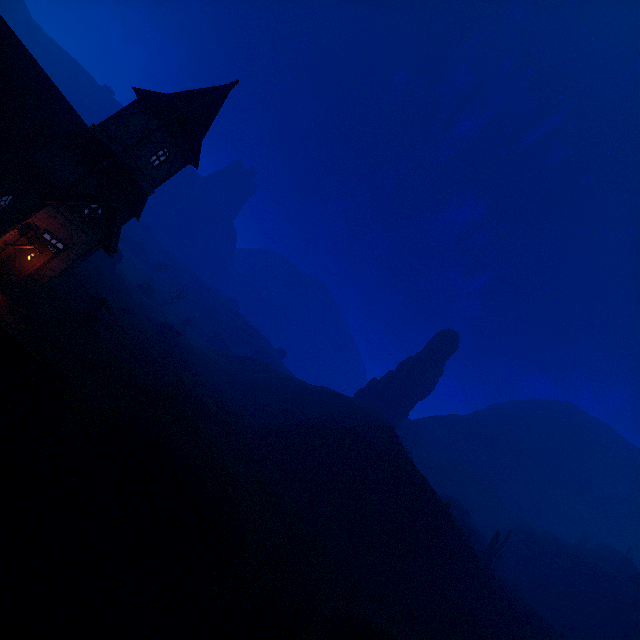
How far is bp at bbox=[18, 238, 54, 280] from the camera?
17.56m

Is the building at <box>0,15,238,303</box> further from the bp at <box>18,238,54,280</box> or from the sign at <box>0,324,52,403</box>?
the sign at <box>0,324,52,403</box>

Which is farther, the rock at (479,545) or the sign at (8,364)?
the rock at (479,545)

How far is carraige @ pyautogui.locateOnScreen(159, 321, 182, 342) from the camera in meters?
48.2

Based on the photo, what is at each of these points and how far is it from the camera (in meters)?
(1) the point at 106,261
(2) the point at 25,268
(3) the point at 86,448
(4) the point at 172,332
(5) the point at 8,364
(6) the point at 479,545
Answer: (1) rock, 48.12
(2) bp, 17.61
(3) z, 12.13
(4) carraige, 49.00
(5) sign, 9.35
(6) rock, 42.41

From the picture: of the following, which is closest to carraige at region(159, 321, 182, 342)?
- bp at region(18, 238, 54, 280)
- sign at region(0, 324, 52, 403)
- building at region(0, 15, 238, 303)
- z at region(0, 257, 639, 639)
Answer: z at region(0, 257, 639, 639)

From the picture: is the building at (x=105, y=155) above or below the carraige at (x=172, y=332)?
above

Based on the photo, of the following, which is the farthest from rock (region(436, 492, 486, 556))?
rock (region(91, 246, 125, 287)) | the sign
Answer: rock (region(91, 246, 125, 287))
